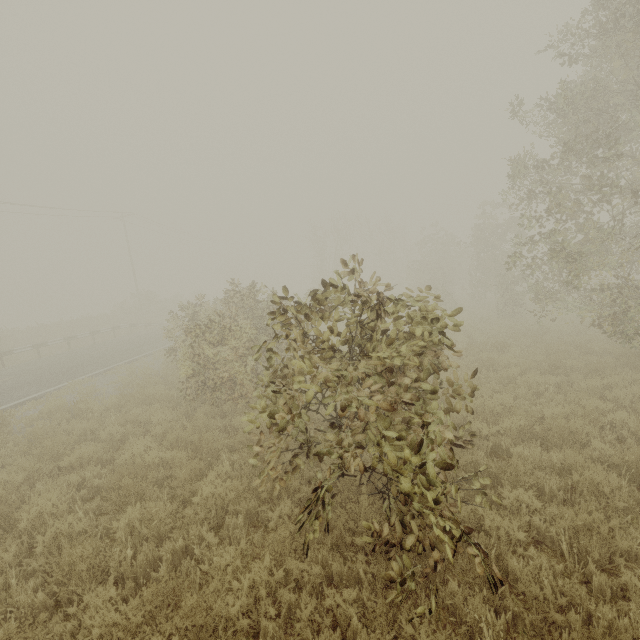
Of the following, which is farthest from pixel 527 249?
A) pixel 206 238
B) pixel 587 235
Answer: pixel 206 238
